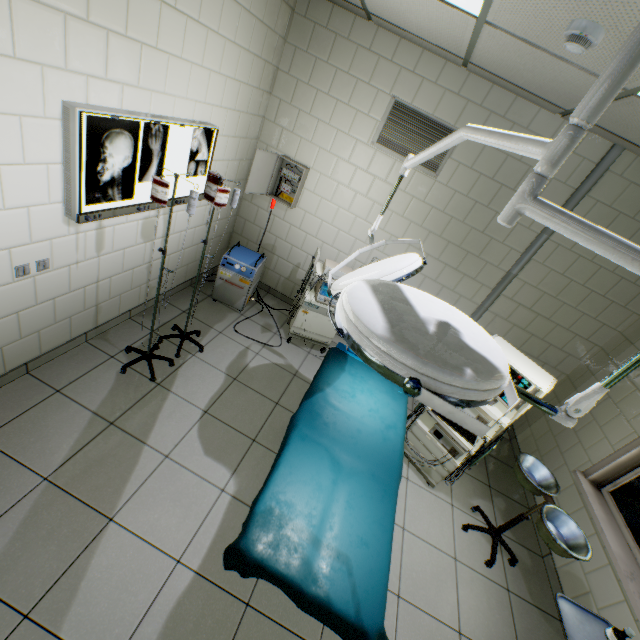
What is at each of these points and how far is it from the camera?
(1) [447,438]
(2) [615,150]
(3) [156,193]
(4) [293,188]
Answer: (1) health monitor, 3.04m
(2) cable duct, 2.99m
(3) drip stand, 2.01m
(4) electrical shield, 4.05m

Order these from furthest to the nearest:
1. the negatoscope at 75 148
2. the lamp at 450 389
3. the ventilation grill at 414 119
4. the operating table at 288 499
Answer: the ventilation grill at 414 119 < the negatoscope at 75 148 < the operating table at 288 499 < the lamp at 450 389

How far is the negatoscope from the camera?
1.91m

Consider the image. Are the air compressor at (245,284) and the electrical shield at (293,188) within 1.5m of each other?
yes

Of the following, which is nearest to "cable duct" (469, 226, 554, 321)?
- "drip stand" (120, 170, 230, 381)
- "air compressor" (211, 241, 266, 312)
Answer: "air compressor" (211, 241, 266, 312)

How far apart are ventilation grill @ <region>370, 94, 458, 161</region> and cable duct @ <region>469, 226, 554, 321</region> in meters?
1.3

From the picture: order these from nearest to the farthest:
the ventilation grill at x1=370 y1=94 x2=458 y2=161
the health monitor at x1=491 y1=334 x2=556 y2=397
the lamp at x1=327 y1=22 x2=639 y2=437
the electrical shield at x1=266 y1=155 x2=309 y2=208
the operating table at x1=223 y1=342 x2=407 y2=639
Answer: the lamp at x1=327 y1=22 x2=639 y2=437 < the operating table at x1=223 y1=342 x2=407 y2=639 < the health monitor at x1=491 y1=334 x2=556 y2=397 < the ventilation grill at x1=370 y1=94 x2=458 y2=161 < the electrical shield at x1=266 y1=155 x2=309 y2=208

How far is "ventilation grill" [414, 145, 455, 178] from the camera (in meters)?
3.42
